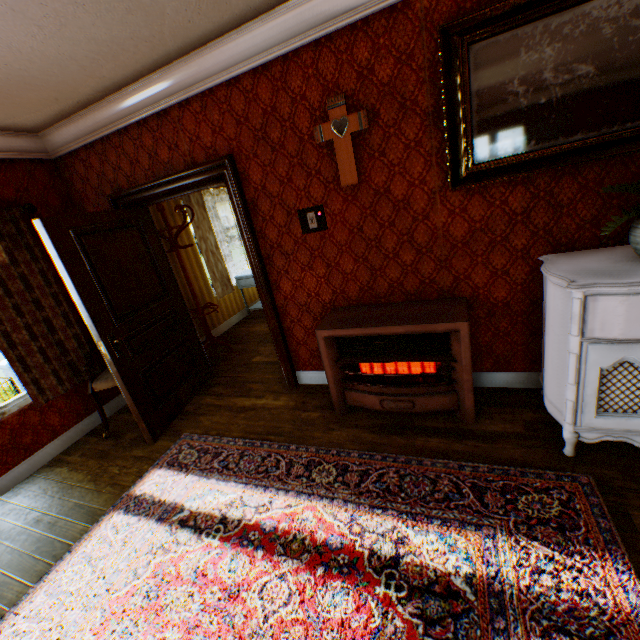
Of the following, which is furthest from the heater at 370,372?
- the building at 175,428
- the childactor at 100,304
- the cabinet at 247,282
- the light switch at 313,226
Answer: the cabinet at 247,282

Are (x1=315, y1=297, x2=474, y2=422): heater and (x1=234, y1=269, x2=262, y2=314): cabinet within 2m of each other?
no

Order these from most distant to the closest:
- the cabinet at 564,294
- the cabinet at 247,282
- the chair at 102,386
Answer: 1. the cabinet at 247,282
2. the chair at 102,386
3. the cabinet at 564,294

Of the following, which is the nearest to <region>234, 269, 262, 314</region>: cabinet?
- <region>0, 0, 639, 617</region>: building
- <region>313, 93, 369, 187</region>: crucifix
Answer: <region>0, 0, 639, 617</region>: building

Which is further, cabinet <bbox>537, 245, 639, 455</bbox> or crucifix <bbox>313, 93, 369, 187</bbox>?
crucifix <bbox>313, 93, 369, 187</bbox>

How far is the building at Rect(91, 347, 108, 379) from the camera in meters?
3.8

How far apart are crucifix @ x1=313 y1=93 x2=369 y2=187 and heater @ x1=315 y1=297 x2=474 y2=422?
1.1m

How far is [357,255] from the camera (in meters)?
2.87
